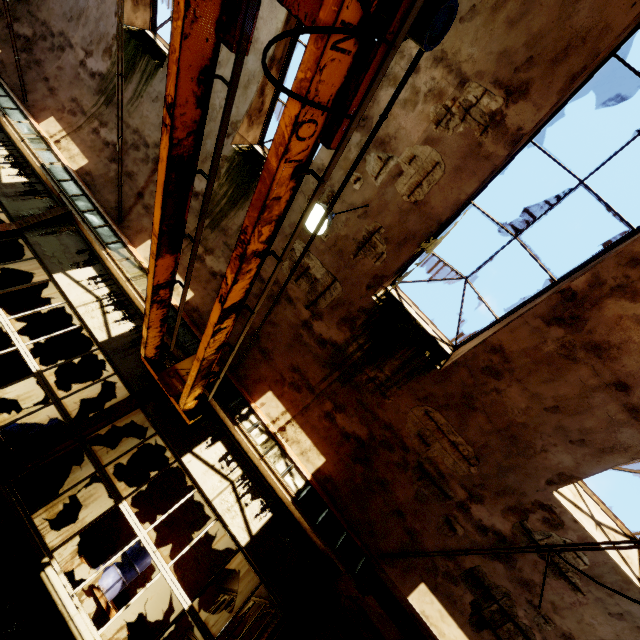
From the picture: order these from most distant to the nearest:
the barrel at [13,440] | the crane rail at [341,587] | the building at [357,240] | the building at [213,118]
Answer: the barrel at [13,440] → the building at [213,118] → the crane rail at [341,587] → the building at [357,240]

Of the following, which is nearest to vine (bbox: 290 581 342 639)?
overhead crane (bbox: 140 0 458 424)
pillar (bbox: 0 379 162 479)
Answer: overhead crane (bbox: 140 0 458 424)

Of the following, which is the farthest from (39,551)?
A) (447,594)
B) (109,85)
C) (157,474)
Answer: (109,85)

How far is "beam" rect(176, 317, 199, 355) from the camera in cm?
720

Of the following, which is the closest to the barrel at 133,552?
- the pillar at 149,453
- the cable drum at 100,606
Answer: the cable drum at 100,606

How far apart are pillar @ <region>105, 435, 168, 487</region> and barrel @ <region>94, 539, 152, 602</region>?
2.51m

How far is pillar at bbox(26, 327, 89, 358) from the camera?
10.3m

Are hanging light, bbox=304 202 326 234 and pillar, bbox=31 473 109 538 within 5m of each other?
no
